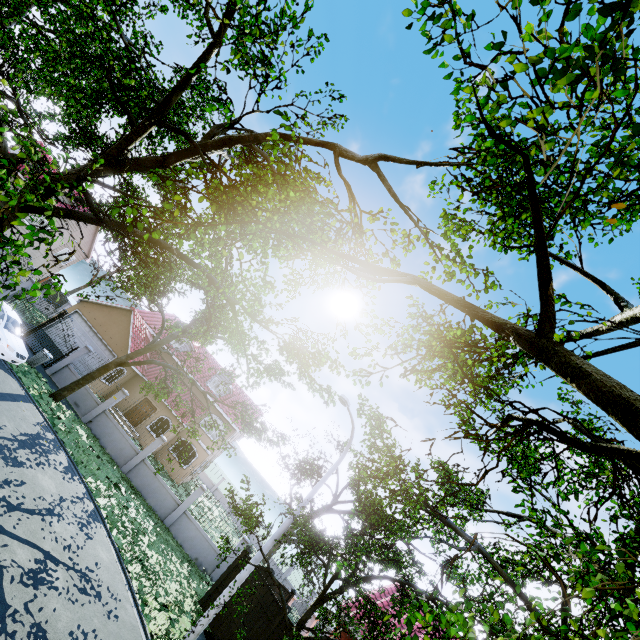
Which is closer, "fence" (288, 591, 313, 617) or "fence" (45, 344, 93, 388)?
"fence" (288, 591, 313, 617)

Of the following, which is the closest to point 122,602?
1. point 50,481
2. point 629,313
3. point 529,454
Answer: point 50,481

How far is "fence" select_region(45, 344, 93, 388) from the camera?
18.7m

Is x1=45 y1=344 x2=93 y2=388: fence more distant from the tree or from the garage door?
the garage door

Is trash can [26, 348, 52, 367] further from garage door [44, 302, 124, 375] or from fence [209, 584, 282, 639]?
garage door [44, 302, 124, 375]

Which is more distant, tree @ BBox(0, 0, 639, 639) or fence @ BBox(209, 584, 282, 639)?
fence @ BBox(209, 584, 282, 639)

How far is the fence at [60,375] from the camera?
18.72m

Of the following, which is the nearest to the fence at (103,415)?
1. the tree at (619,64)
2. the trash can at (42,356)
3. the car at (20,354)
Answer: the tree at (619,64)
